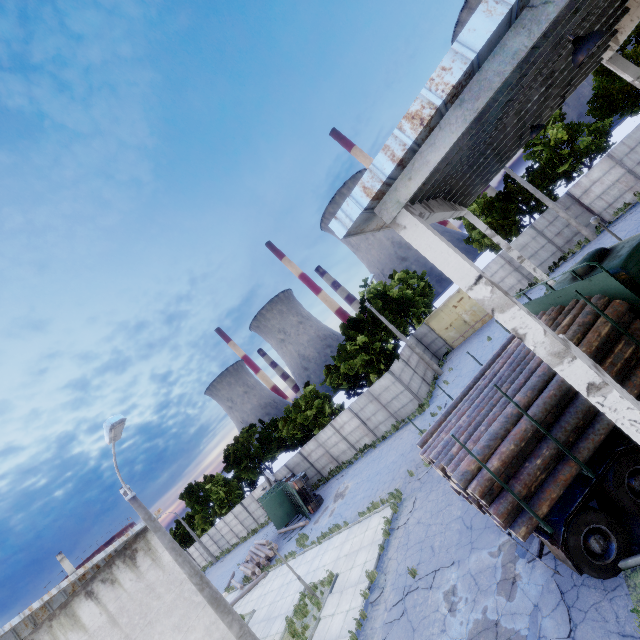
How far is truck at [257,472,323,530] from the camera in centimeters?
2555cm

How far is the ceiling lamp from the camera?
5.1 meters

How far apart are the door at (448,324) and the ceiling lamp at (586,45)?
24.57m

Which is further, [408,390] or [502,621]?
[408,390]

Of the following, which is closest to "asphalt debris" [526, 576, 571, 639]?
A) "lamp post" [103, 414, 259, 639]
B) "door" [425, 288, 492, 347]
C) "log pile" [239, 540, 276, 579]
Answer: "lamp post" [103, 414, 259, 639]

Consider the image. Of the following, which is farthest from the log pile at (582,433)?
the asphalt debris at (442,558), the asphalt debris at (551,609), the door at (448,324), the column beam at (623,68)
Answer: the door at (448,324)

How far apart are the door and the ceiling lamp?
24.6 meters

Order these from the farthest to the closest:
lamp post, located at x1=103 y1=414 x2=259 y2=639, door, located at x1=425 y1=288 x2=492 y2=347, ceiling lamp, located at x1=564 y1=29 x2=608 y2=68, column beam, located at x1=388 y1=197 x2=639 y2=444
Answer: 1. door, located at x1=425 y1=288 x2=492 y2=347
2. lamp post, located at x1=103 y1=414 x2=259 y2=639
3. ceiling lamp, located at x1=564 y1=29 x2=608 y2=68
4. column beam, located at x1=388 y1=197 x2=639 y2=444
